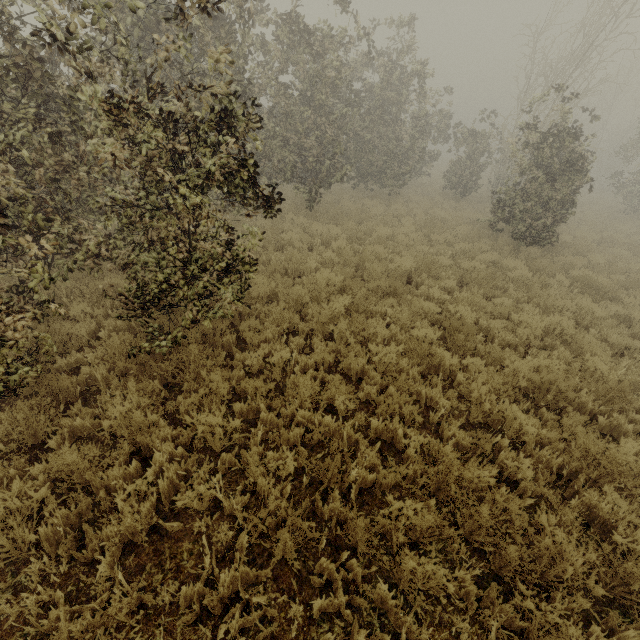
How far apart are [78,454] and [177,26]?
4.3m

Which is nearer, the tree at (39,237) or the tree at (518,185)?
the tree at (39,237)

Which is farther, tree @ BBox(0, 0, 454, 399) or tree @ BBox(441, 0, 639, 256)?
tree @ BBox(441, 0, 639, 256)
